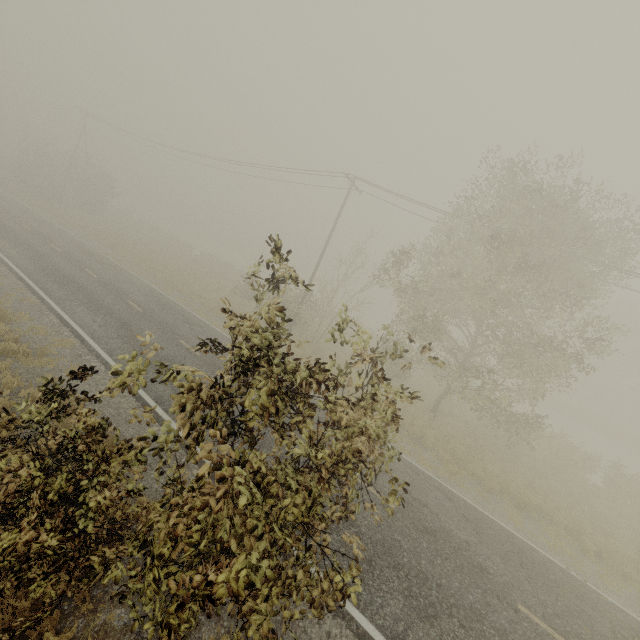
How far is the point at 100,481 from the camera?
3.9m
